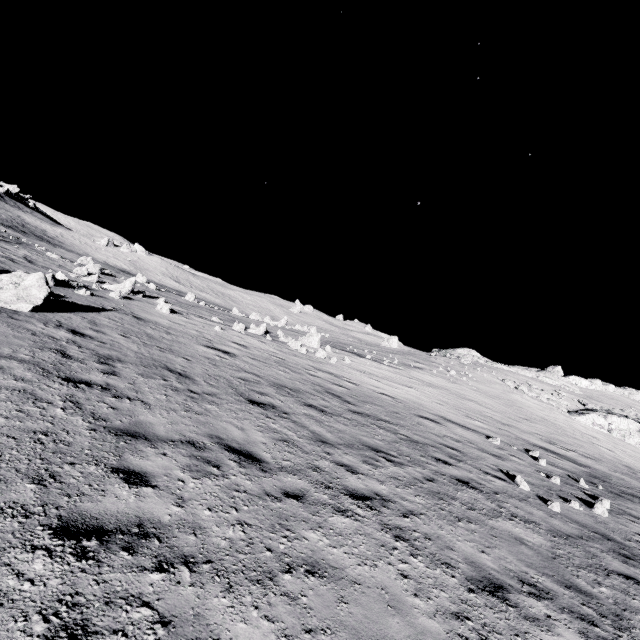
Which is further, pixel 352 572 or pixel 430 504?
pixel 430 504

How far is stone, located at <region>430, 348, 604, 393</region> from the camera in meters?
48.0 m

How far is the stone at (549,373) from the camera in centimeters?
4800cm

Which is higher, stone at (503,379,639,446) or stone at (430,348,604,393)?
stone at (430,348,604,393)

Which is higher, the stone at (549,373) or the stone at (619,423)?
the stone at (549,373)

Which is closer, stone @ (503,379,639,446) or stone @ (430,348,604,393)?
stone @ (503,379,639,446)
